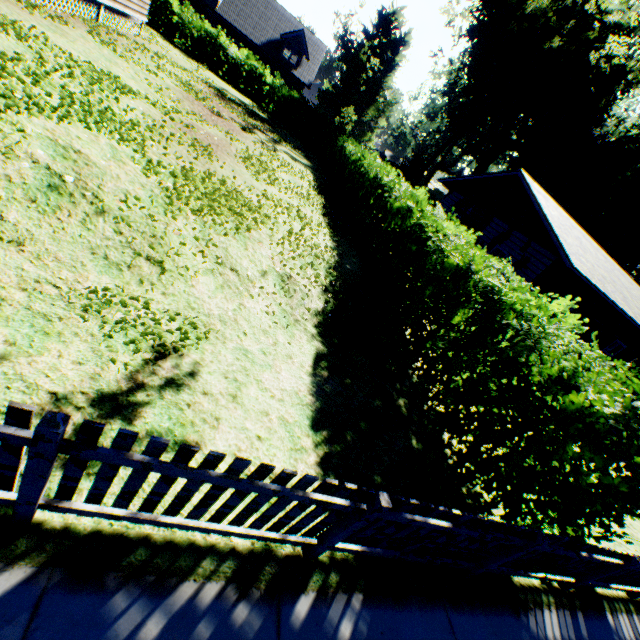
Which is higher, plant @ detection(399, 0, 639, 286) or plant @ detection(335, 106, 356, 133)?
plant @ detection(399, 0, 639, 286)

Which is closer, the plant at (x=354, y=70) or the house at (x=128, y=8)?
the house at (x=128, y=8)

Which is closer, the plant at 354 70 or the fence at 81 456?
the fence at 81 456

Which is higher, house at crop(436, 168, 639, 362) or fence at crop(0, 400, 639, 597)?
house at crop(436, 168, 639, 362)

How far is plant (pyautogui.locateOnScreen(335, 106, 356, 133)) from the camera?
42.2 meters

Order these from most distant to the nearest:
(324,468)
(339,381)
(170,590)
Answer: (339,381) < (324,468) < (170,590)

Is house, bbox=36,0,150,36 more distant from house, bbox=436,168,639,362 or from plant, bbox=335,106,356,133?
plant, bbox=335,106,356,133

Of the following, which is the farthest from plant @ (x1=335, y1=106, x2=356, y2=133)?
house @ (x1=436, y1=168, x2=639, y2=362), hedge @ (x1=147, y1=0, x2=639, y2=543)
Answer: hedge @ (x1=147, y1=0, x2=639, y2=543)
